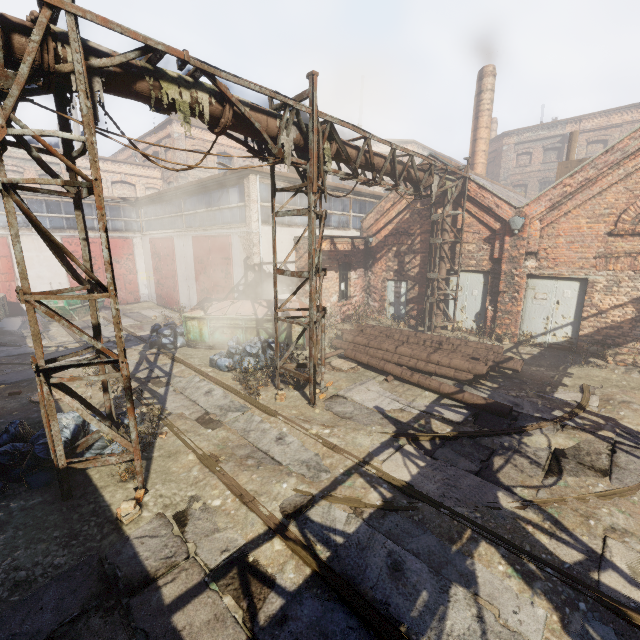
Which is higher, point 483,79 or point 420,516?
point 483,79

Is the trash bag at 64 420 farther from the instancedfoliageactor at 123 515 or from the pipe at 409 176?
the pipe at 409 176

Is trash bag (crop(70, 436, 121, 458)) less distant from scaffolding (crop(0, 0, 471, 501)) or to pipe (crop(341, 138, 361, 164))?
scaffolding (crop(0, 0, 471, 501))

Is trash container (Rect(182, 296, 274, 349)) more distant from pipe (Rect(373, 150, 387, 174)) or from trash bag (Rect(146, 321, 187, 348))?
pipe (Rect(373, 150, 387, 174))

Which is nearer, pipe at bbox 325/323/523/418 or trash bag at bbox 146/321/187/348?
pipe at bbox 325/323/523/418

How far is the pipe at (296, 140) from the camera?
6.3 meters

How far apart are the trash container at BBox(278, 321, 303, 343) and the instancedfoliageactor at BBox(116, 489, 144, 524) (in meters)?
6.43

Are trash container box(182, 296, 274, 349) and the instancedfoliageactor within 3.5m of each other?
no
